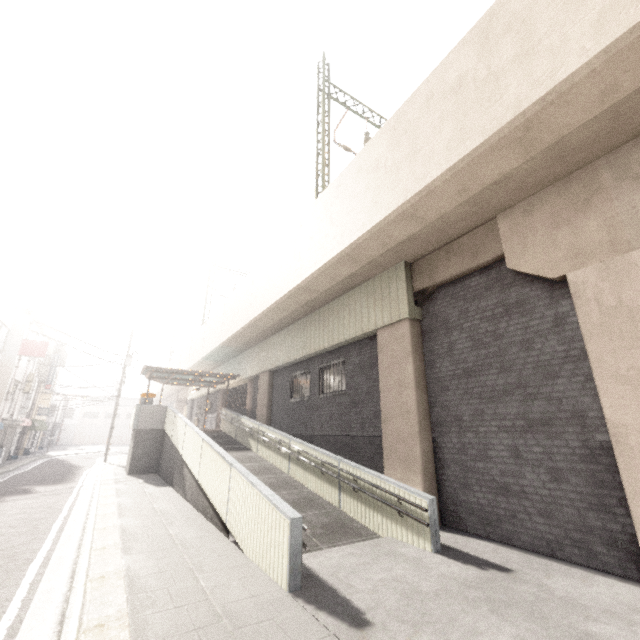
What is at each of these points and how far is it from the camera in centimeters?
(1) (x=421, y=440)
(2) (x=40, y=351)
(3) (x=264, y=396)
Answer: (1) concrete pillar, 816cm
(2) sign, 2062cm
(3) concrete pillar, 1698cm

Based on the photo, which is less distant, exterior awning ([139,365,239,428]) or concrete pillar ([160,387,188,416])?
exterior awning ([139,365,239,428])

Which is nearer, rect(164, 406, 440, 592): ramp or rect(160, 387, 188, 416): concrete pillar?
rect(164, 406, 440, 592): ramp

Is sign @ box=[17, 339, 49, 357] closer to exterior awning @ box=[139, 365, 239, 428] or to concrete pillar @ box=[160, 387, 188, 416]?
exterior awning @ box=[139, 365, 239, 428]

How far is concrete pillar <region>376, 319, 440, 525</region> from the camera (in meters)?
8.06

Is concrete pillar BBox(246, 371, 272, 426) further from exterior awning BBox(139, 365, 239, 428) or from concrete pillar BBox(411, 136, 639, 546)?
concrete pillar BBox(411, 136, 639, 546)

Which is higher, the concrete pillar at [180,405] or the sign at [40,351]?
the sign at [40,351]

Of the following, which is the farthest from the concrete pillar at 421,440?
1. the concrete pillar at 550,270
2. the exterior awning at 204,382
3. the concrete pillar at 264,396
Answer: the exterior awning at 204,382
